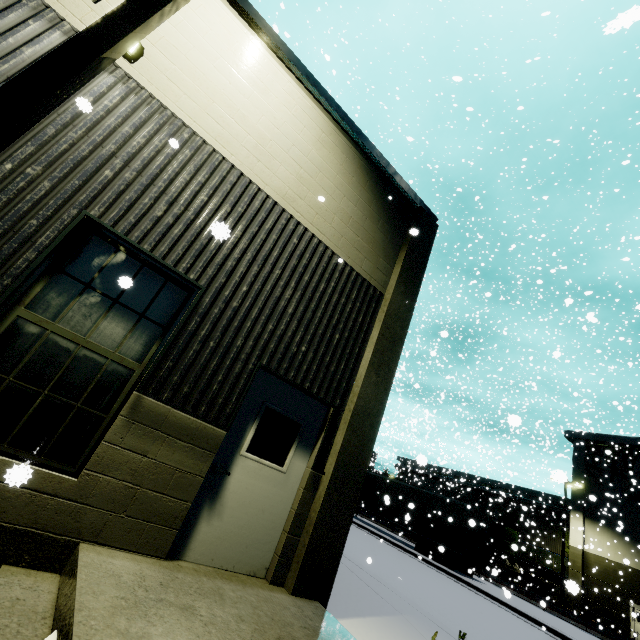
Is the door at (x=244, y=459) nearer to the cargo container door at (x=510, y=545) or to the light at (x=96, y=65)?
the light at (x=96, y=65)

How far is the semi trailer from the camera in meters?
18.9 m

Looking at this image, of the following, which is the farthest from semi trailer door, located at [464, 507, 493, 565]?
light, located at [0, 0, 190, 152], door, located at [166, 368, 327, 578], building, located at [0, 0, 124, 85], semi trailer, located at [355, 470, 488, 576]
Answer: light, located at [0, 0, 190, 152]

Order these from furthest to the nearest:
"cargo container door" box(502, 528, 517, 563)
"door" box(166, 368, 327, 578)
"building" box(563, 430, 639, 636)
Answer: "building" box(563, 430, 639, 636) < "cargo container door" box(502, 528, 517, 563) < "door" box(166, 368, 327, 578)

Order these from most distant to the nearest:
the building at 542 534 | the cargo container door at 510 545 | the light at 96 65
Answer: the building at 542 534
the cargo container door at 510 545
the light at 96 65

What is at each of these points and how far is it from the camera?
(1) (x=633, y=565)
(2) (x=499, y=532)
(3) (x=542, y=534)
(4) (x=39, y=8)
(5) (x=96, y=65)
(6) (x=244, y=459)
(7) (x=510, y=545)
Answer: (1) building, 26.7m
(2) cargo container, 28.1m
(3) building, 33.3m
(4) building, 3.8m
(5) light, 2.4m
(6) door, 4.5m
(7) cargo container door, 28.0m

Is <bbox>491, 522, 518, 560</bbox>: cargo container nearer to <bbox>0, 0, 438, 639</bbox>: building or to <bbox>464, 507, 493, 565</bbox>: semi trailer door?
<bbox>0, 0, 438, 639</bbox>: building

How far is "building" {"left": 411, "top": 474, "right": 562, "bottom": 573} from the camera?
31.6m
